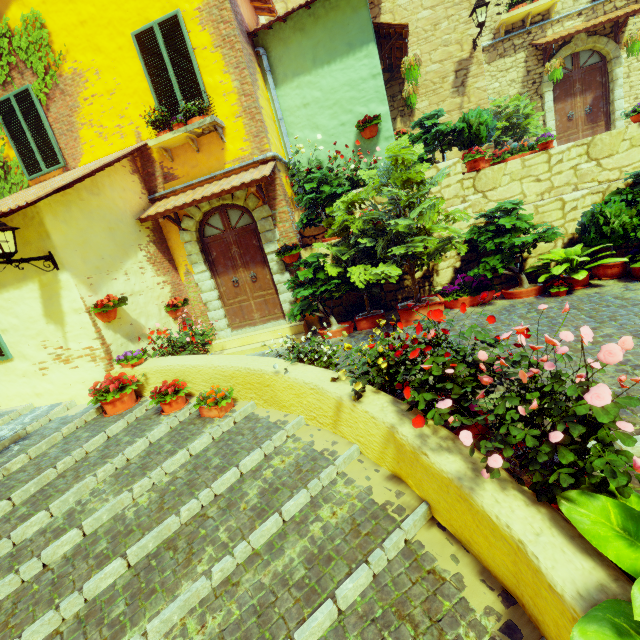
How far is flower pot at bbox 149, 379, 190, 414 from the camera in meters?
4.7 m

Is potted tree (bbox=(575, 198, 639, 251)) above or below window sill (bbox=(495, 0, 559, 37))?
below

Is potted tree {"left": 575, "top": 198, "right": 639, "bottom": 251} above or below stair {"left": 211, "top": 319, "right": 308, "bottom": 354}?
above

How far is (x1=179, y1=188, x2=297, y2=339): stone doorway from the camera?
6.9 meters

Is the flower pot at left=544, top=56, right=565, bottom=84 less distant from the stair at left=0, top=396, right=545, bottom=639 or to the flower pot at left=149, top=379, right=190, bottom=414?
the stair at left=0, top=396, right=545, bottom=639

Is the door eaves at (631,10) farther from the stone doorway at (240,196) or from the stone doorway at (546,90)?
the stone doorway at (240,196)

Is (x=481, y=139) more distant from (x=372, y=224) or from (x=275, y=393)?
(x=275, y=393)

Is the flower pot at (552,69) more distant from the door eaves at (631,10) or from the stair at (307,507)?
the stair at (307,507)
